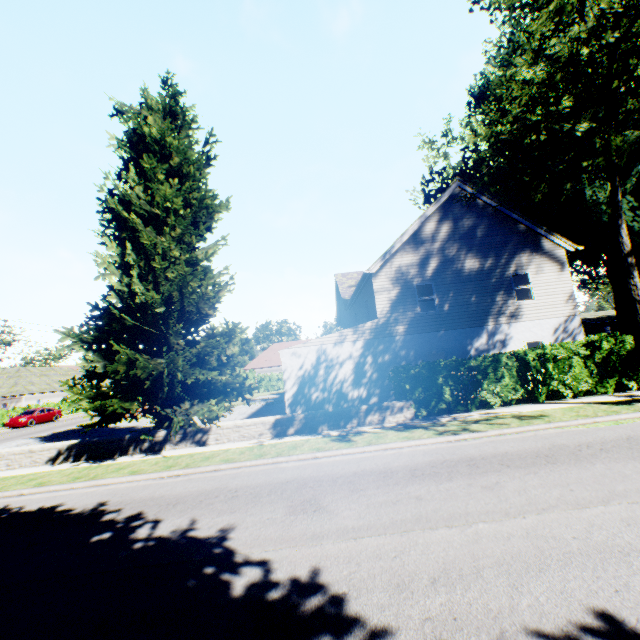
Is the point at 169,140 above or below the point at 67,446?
above

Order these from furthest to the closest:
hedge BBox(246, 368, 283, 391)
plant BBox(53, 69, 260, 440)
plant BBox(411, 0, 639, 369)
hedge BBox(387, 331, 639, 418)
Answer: hedge BBox(246, 368, 283, 391) < hedge BBox(387, 331, 639, 418) < plant BBox(53, 69, 260, 440) < plant BBox(411, 0, 639, 369)

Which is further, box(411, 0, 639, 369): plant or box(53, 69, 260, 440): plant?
box(53, 69, 260, 440): plant

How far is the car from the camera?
29.9m

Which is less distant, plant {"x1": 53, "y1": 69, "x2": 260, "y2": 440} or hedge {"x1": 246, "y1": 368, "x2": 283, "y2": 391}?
plant {"x1": 53, "y1": 69, "x2": 260, "y2": 440}

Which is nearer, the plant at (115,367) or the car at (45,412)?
the plant at (115,367)

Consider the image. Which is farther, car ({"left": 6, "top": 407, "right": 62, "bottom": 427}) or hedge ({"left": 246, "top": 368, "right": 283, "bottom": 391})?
hedge ({"left": 246, "top": 368, "right": 283, "bottom": 391})

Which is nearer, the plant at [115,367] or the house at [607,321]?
the plant at [115,367]
